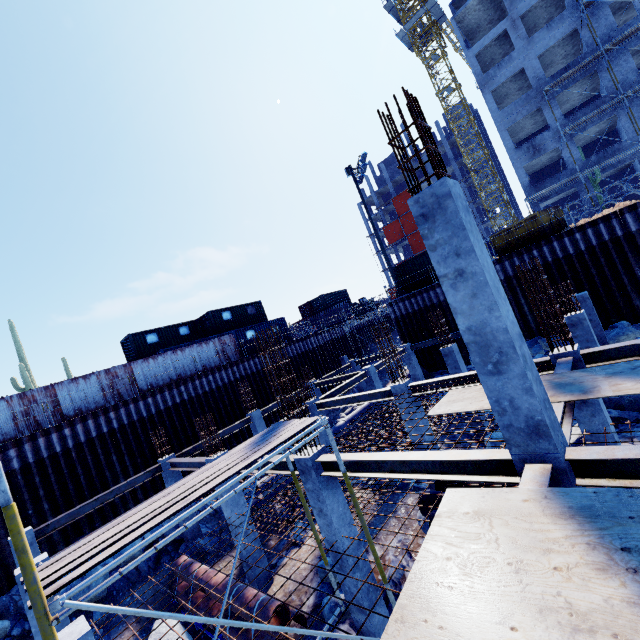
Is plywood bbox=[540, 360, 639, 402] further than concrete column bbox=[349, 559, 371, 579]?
No

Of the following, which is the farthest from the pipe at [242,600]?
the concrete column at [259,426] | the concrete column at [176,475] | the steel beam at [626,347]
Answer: the steel beam at [626,347]

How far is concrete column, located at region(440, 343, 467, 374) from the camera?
15.0 meters

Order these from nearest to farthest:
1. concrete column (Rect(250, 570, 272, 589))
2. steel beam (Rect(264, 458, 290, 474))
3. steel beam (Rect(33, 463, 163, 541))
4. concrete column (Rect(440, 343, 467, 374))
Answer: steel beam (Rect(264, 458, 290, 474)) → concrete column (Rect(250, 570, 272, 589)) → steel beam (Rect(33, 463, 163, 541)) → concrete column (Rect(440, 343, 467, 374))

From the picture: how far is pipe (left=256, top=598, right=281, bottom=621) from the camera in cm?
823

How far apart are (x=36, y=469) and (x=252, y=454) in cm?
1613

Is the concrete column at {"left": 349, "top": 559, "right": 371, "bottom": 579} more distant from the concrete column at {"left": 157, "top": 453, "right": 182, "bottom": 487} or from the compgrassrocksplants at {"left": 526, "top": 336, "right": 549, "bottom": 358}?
the compgrassrocksplants at {"left": 526, "top": 336, "right": 549, "bottom": 358}

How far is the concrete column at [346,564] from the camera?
7.4m
